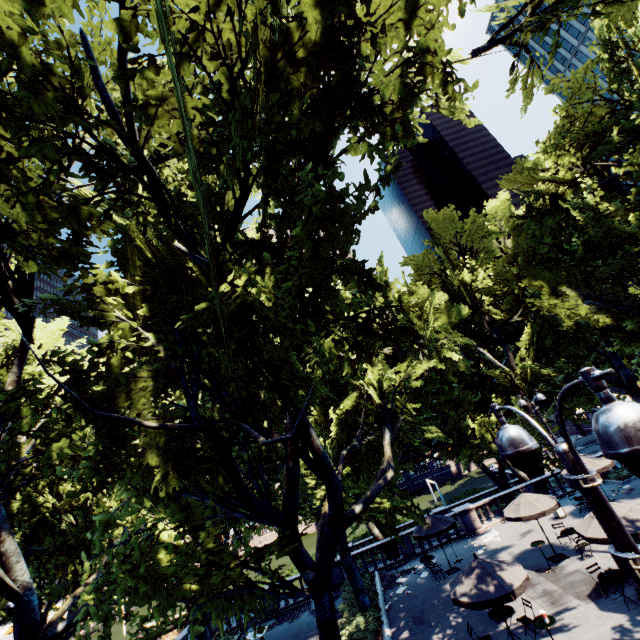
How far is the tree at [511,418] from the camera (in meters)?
22.62

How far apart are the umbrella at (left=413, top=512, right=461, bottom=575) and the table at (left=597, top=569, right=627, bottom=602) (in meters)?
7.82

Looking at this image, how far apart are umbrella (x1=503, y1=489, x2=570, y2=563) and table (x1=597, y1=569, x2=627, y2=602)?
3.5 meters

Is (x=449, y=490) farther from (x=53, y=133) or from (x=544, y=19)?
(x=53, y=133)

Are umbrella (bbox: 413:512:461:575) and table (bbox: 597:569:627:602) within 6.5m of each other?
no

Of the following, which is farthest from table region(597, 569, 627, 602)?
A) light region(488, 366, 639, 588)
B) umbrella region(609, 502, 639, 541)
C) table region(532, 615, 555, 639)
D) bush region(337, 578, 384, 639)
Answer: light region(488, 366, 639, 588)

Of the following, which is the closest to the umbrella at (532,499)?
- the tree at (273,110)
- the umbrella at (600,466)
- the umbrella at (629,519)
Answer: the umbrella at (629,519)

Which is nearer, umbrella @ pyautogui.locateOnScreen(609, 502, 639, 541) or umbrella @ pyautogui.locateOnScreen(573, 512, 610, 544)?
umbrella @ pyautogui.locateOnScreen(609, 502, 639, 541)
